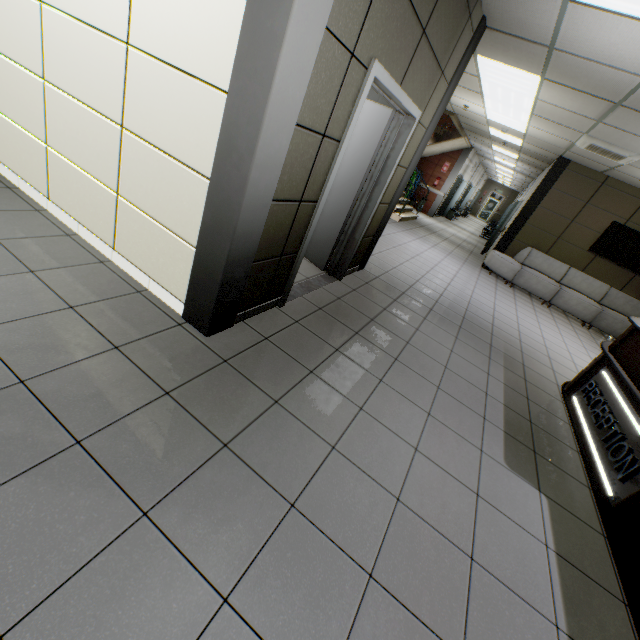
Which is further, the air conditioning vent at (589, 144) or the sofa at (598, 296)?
the sofa at (598, 296)

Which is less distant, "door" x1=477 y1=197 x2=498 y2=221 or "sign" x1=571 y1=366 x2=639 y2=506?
"sign" x1=571 y1=366 x2=639 y2=506

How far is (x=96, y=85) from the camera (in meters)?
2.34

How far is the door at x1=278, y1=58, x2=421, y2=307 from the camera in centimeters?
264cm

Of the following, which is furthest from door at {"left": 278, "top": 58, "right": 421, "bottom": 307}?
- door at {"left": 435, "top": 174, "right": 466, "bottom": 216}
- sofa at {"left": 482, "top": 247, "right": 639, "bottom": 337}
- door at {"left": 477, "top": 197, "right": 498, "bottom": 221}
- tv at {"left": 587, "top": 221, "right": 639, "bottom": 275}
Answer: door at {"left": 477, "top": 197, "right": 498, "bottom": 221}

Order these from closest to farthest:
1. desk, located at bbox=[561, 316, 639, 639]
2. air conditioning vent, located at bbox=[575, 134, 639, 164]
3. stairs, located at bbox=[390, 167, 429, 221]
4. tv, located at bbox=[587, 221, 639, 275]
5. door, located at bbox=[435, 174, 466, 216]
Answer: desk, located at bbox=[561, 316, 639, 639], air conditioning vent, located at bbox=[575, 134, 639, 164], tv, located at bbox=[587, 221, 639, 275], stairs, located at bbox=[390, 167, 429, 221], door, located at bbox=[435, 174, 466, 216]

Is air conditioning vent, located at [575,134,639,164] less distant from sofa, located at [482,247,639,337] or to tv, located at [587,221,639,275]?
tv, located at [587,221,639,275]

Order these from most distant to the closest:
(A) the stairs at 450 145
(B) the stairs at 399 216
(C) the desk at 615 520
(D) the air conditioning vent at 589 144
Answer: (A) the stairs at 450 145, (B) the stairs at 399 216, (D) the air conditioning vent at 589 144, (C) the desk at 615 520
